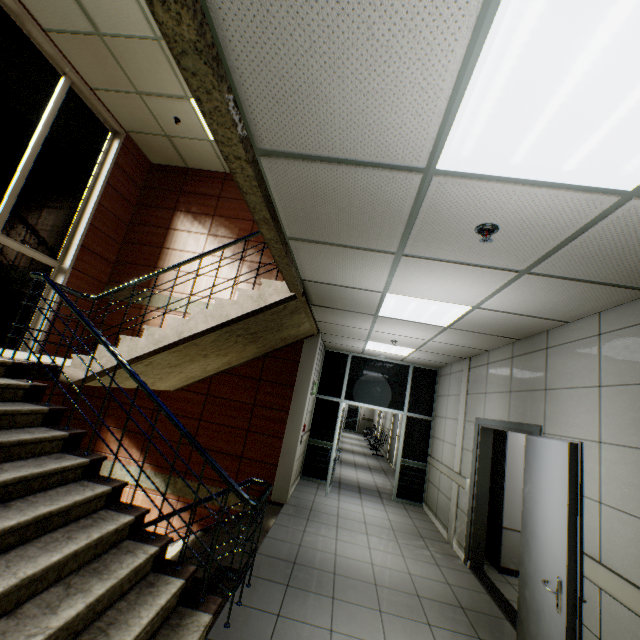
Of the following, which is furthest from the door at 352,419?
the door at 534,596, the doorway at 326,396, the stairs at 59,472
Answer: the door at 534,596

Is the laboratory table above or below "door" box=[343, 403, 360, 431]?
below

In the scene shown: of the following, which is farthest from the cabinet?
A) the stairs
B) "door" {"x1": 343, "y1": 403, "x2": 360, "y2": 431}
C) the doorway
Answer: "door" {"x1": 343, "y1": 403, "x2": 360, "y2": 431}

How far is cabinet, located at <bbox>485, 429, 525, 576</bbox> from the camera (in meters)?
4.94

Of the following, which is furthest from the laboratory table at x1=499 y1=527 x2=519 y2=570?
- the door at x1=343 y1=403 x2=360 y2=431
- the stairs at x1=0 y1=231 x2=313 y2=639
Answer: the door at x1=343 y1=403 x2=360 y2=431

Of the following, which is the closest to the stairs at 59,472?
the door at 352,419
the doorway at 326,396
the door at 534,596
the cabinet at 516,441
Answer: the doorway at 326,396

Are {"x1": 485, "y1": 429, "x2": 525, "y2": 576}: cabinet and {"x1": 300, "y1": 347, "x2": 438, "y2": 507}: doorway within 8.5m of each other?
yes

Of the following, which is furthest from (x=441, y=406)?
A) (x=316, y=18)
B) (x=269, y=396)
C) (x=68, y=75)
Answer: (x=68, y=75)
